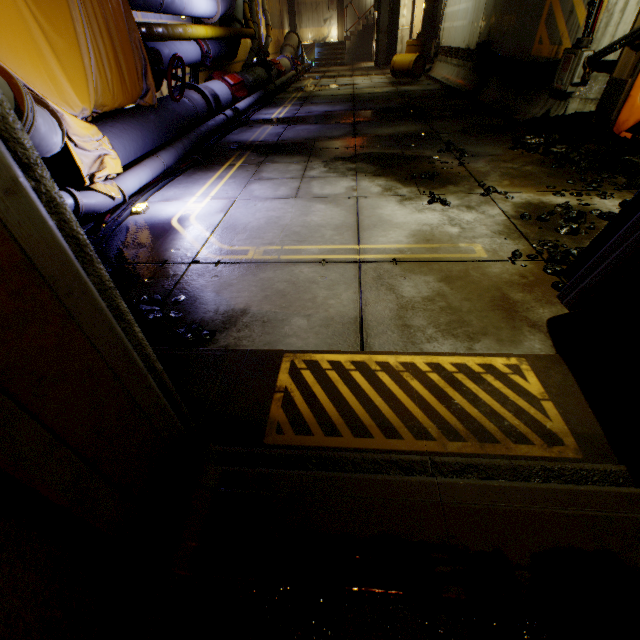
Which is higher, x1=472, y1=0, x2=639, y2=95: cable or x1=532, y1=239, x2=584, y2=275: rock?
x1=472, y1=0, x2=639, y2=95: cable

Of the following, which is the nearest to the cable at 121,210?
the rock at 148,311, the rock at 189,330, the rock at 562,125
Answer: the rock at 148,311

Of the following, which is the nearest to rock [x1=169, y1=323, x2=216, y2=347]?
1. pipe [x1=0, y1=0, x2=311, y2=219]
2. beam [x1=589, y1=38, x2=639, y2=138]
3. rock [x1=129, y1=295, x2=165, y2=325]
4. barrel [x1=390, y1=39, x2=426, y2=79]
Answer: rock [x1=129, y1=295, x2=165, y2=325]

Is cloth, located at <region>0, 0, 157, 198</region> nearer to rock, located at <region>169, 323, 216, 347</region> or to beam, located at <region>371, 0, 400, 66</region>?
rock, located at <region>169, 323, 216, 347</region>

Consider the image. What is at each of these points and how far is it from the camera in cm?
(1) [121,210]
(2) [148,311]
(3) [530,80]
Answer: (1) cable, 377
(2) rock, 230
(3) cable, 650

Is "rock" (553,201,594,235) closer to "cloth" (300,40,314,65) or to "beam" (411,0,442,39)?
"cloth" (300,40,314,65)

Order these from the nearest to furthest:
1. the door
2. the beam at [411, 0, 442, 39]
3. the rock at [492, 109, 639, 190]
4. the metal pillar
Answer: the door → the rock at [492, 109, 639, 190] → the beam at [411, 0, 442, 39] → the metal pillar

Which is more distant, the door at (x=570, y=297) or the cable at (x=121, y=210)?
the cable at (x=121, y=210)
